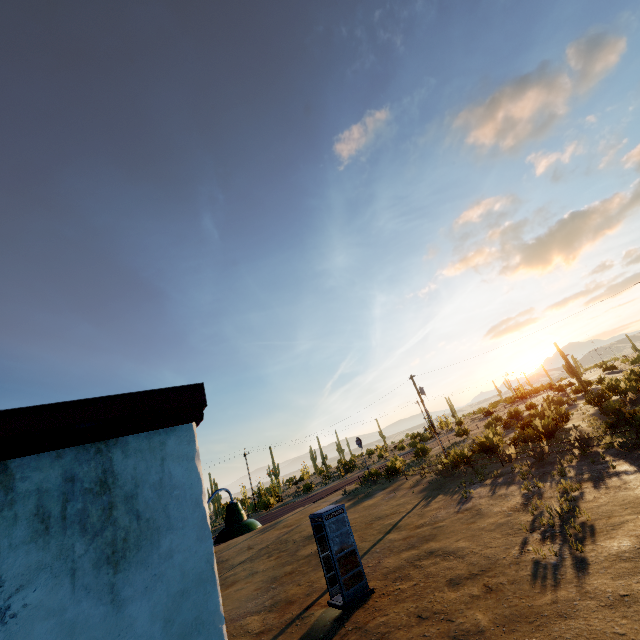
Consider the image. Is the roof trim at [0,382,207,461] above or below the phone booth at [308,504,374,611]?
above

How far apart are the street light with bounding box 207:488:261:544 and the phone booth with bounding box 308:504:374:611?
8.9m

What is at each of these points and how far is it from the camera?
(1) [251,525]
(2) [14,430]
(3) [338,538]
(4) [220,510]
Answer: (1) street light, 3.04m
(2) roof trim, 1.78m
(3) phone booth, 10.88m
(4) plant, 56.03m

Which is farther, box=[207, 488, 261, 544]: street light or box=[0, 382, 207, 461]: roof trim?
box=[207, 488, 261, 544]: street light

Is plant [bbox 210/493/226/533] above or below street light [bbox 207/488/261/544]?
below

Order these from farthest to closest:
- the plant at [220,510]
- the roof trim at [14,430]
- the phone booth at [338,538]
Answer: the plant at [220,510], the phone booth at [338,538], the roof trim at [14,430]

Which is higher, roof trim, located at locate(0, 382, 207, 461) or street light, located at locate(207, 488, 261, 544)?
roof trim, located at locate(0, 382, 207, 461)

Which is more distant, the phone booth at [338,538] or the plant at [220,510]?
the plant at [220,510]
